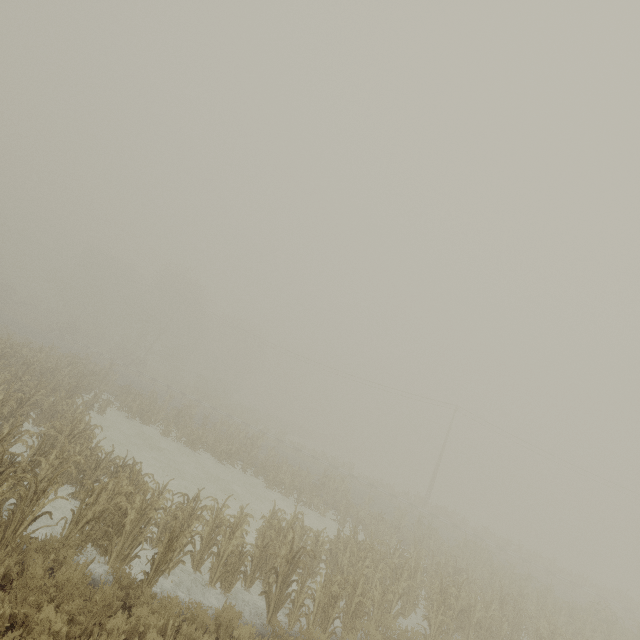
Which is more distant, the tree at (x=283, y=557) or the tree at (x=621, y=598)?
the tree at (x=621, y=598)

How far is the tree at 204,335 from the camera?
48.47m

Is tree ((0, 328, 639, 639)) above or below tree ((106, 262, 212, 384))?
below

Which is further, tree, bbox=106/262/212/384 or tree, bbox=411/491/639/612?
tree, bbox=106/262/212/384

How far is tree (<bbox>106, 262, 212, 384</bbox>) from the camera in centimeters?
4847cm

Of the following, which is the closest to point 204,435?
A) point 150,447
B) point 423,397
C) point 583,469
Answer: point 150,447

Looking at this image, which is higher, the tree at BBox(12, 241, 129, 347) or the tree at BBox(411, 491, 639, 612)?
the tree at BBox(12, 241, 129, 347)
